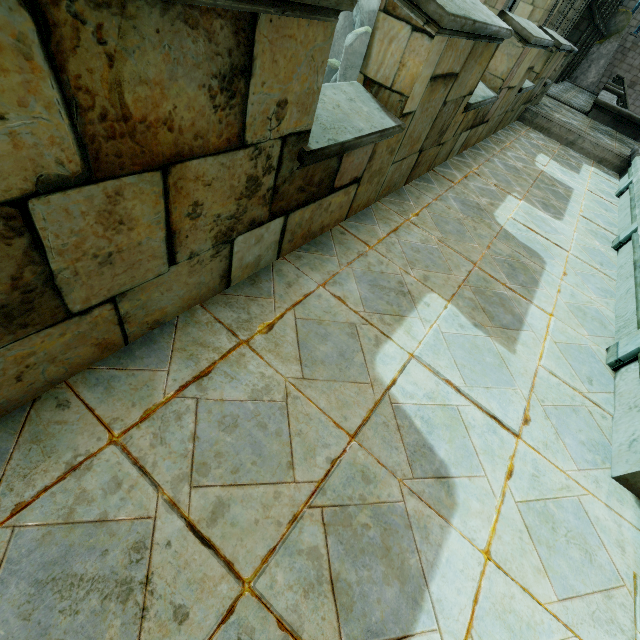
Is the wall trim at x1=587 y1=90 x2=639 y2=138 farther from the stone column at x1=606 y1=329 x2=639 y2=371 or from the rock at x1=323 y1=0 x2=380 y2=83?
the stone column at x1=606 y1=329 x2=639 y2=371

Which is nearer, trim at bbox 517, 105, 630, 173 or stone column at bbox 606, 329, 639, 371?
stone column at bbox 606, 329, 639, 371

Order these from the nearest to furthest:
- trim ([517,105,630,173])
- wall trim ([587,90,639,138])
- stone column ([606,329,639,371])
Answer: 1. stone column ([606,329,639,371])
2. trim ([517,105,630,173])
3. wall trim ([587,90,639,138])

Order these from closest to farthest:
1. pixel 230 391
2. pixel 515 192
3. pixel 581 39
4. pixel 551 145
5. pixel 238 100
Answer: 1. pixel 238 100
2. pixel 230 391
3. pixel 515 192
4. pixel 551 145
5. pixel 581 39

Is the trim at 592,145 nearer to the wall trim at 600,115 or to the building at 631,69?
the building at 631,69

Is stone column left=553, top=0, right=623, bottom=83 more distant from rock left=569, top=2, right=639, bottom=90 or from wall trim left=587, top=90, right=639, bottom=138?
rock left=569, top=2, right=639, bottom=90

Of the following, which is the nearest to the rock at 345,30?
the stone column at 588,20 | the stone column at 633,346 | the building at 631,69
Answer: the building at 631,69

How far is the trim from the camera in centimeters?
879cm
